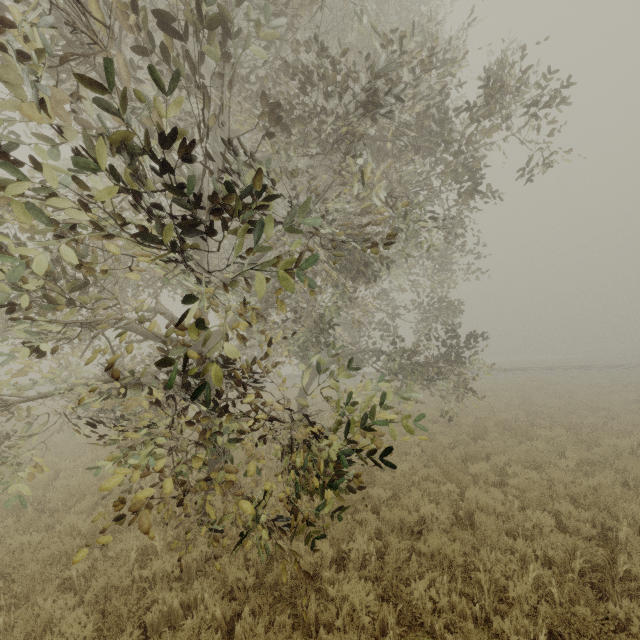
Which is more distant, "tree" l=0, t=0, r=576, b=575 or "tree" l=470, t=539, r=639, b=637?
"tree" l=470, t=539, r=639, b=637

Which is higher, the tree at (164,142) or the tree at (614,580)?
the tree at (164,142)

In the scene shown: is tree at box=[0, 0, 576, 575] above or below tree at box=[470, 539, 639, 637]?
above

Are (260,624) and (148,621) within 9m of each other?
yes

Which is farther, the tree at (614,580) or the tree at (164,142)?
the tree at (614,580)
